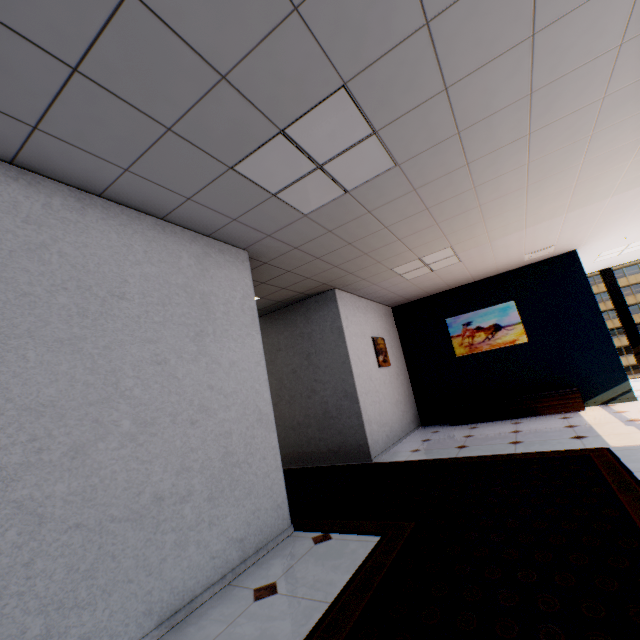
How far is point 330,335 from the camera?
5.8 meters

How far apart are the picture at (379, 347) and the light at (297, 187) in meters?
3.8

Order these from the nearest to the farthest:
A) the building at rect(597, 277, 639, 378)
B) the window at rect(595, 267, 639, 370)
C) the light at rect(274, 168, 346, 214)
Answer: the light at rect(274, 168, 346, 214) → the window at rect(595, 267, 639, 370) → the building at rect(597, 277, 639, 378)

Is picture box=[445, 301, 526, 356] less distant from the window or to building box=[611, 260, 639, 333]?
the window

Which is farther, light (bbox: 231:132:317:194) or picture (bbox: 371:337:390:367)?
picture (bbox: 371:337:390:367)

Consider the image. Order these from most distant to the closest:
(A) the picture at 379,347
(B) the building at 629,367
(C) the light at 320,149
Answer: (B) the building at 629,367 → (A) the picture at 379,347 → (C) the light at 320,149

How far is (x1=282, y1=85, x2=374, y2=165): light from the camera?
2.06m

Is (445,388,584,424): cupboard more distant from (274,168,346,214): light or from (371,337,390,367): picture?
(274,168,346,214): light
